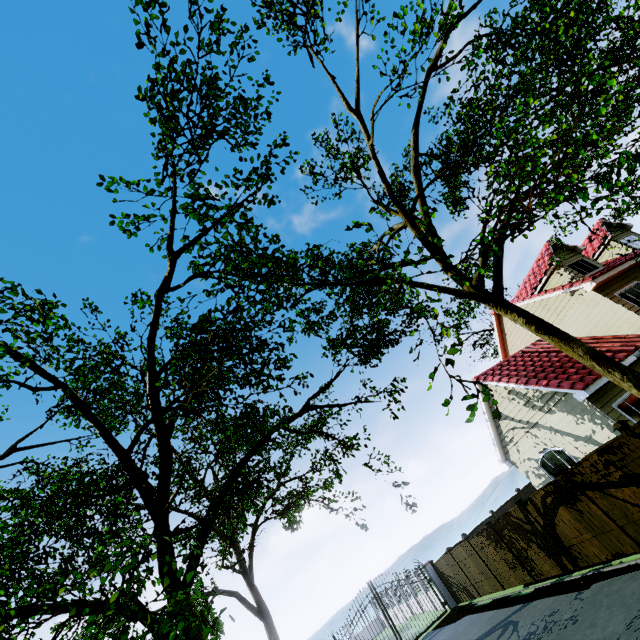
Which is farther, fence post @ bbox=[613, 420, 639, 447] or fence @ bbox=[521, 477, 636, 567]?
fence @ bbox=[521, 477, 636, 567]

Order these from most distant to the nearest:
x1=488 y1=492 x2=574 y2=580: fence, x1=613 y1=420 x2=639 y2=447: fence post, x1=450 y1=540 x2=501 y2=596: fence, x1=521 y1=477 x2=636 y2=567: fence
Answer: x1=450 y1=540 x2=501 y2=596: fence < x1=488 y1=492 x2=574 y2=580: fence < x1=521 y1=477 x2=636 y2=567: fence < x1=613 y1=420 x2=639 y2=447: fence post

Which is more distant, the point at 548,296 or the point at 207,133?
the point at 548,296

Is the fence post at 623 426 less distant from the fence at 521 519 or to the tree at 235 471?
the fence at 521 519

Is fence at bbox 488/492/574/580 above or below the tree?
below

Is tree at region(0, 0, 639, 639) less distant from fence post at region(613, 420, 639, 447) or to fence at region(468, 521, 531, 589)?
fence at region(468, 521, 531, 589)

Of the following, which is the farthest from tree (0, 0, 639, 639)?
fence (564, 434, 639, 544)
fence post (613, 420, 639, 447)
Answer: fence post (613, 420, 639, 447)
